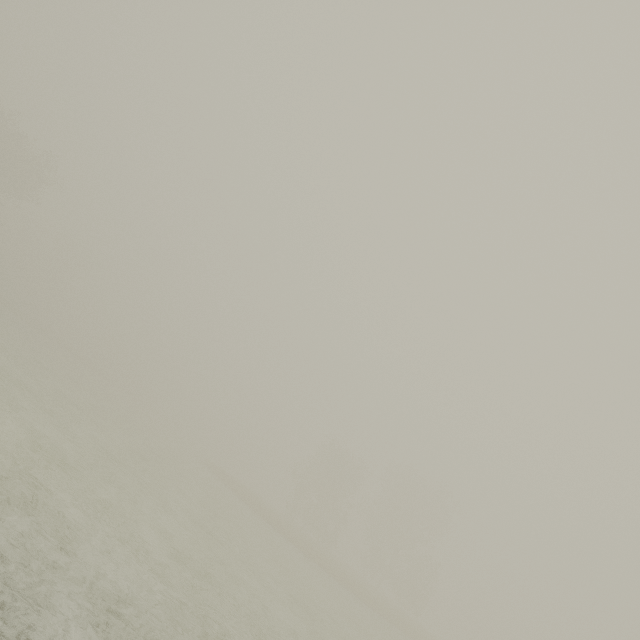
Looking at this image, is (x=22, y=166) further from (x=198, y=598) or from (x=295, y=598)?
(x=295, y=598)
